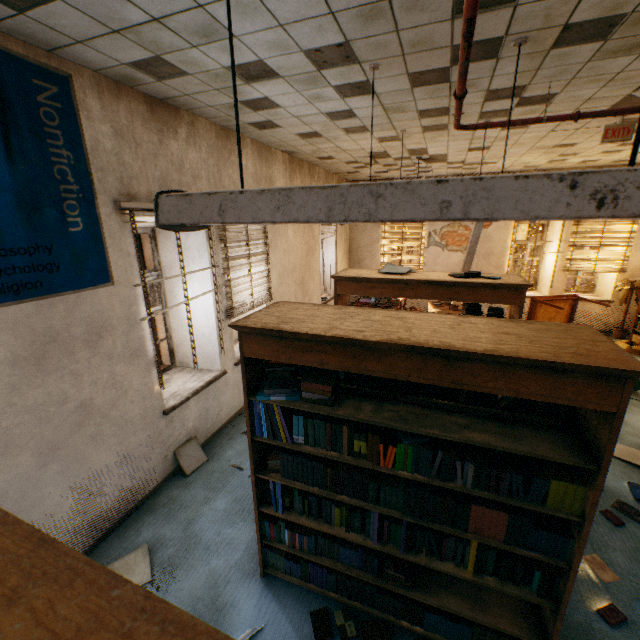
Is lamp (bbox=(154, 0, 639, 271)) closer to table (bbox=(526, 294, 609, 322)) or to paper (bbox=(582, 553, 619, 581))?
paper (bbox=(582, 553, 619, 581))

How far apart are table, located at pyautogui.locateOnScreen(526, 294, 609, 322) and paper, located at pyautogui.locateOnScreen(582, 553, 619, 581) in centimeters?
482cm

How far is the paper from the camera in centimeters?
262cm

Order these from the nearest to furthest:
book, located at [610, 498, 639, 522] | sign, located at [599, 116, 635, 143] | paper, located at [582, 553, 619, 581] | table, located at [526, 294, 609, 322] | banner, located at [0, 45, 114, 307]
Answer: banner, located at [0, 45, 114, 307] → paper, located at [582, 553, 619, 581] → book, located at [610, 498, 639, 522] → sign, located at [599, 116, 635, 143] → table, located at [526, 294, 609, 322]

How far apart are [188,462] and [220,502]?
0.7m

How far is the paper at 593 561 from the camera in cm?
262

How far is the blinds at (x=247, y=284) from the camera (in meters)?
4.31

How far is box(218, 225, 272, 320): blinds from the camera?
4.31m
